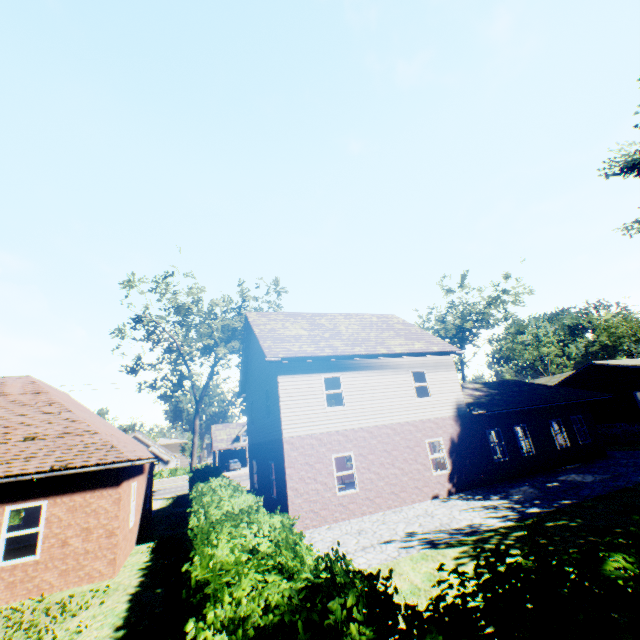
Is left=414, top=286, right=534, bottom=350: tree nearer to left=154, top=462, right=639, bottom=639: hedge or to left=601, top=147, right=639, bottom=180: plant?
left=601, top=147, right=639, bottom=180: plant

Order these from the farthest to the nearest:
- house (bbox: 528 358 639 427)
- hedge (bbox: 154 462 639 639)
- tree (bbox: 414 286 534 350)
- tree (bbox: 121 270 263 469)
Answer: tree (bbox: 414 286 534 350), house (bbox: 528 358 639 427), tree (bbox: 121 270 263 469), hedge (bbox: 154 462 639 639)

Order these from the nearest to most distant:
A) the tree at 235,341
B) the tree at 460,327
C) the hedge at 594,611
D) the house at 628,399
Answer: the hedge at 594,611, the tree at 235,341, the house at 628,399, the tree at 460,327

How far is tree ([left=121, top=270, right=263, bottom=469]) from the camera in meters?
25.5 m

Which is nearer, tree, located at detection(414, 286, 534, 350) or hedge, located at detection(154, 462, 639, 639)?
hedge, located at detection(154, 462, 639, 639)

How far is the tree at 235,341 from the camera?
25.53m

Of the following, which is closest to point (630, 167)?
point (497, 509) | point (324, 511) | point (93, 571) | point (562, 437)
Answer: point (562, 437)

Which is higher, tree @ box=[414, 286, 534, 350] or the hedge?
tree @ box=[414, 286, 534, 350]
